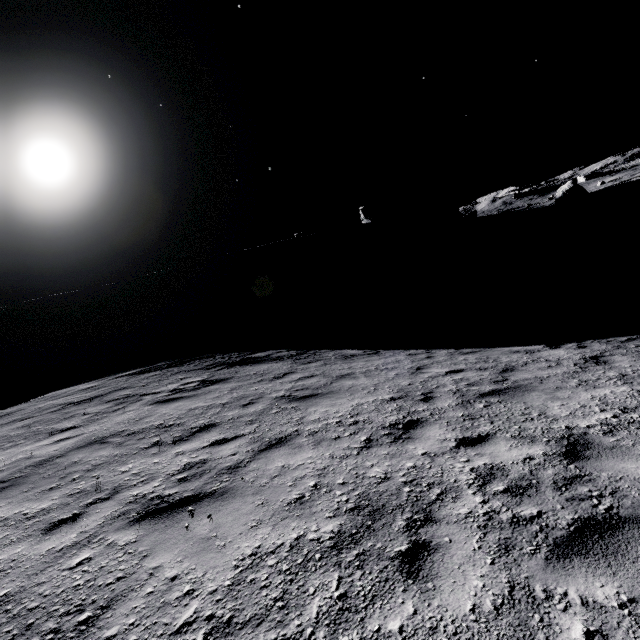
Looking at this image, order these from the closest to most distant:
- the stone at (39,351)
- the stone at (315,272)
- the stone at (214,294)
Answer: the stone at (39,351) → the stone at (214,294) → the stone at (315,272)

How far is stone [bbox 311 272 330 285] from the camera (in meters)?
57.16

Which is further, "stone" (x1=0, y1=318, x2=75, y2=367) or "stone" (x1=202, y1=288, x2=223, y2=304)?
"stone" (x1=202, y1=288, x2=223, y2=304)

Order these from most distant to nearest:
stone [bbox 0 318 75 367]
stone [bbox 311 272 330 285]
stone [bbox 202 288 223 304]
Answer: stone [bbox 311 272 330 285], stone [bbox 202 288 223 304], stone [bbox 0 318 75 367]

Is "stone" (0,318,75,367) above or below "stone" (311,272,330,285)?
above

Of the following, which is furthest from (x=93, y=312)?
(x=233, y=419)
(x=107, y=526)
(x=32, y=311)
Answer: (x=107, y=526)

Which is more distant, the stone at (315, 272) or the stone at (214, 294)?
the stone at (315, 272)

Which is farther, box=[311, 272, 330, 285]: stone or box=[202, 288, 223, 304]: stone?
box=[311, 272, 330, 285]: stone
